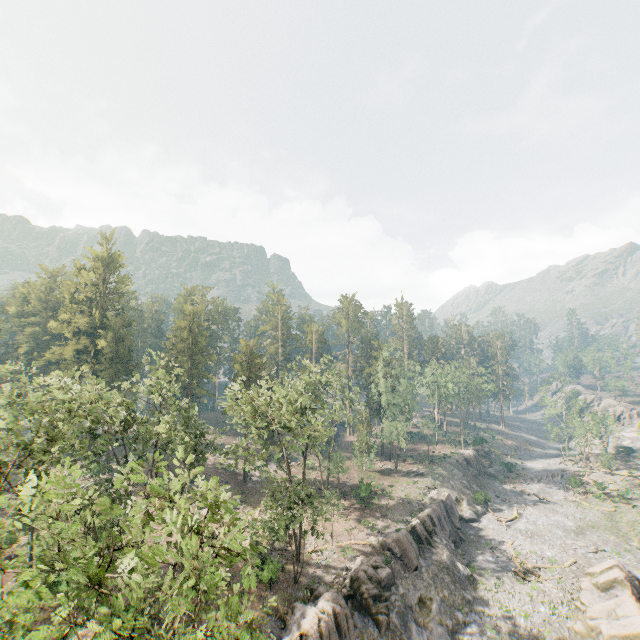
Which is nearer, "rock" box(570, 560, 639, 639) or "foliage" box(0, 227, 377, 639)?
"foliage" box(0, 227, 377, 639)

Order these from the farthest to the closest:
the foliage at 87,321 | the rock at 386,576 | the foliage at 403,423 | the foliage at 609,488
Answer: the foliage at 403,423
the foliage at 609,488
the rock at 386,576
the foliage at 87,321

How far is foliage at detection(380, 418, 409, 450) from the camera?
54.9m

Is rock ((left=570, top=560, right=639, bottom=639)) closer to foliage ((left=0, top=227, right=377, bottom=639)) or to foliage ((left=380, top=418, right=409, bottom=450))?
foliage ((left=0, top=227, right=377, bottom=639))

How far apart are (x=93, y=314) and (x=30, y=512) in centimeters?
3841cm

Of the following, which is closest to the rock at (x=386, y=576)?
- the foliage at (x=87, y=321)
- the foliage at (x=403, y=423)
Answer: the foliage at (x=87, y=321)

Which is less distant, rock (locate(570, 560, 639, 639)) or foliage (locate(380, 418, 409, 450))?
rock (locate(570, 560, 639, 639))
